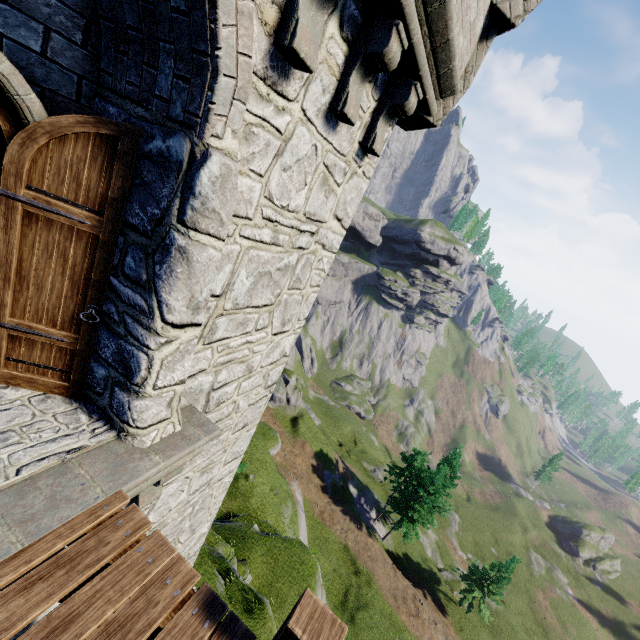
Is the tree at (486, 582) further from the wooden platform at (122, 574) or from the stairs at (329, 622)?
the wooden platform at (122, 574)

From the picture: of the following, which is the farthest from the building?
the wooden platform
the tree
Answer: the tree

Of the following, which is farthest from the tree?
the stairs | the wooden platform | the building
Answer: the wooden platform

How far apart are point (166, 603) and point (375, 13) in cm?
502

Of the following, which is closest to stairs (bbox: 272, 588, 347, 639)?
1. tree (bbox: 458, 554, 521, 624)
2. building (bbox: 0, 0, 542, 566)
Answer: building (bbox: 0, 0, 542, 566)

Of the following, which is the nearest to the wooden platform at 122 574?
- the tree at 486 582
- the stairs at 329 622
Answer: the stairs at 329 622

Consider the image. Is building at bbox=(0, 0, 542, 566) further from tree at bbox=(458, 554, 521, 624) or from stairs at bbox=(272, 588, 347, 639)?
tree at bbox=(458, 554, 521, 624)

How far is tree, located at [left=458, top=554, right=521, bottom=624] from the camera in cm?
3453
